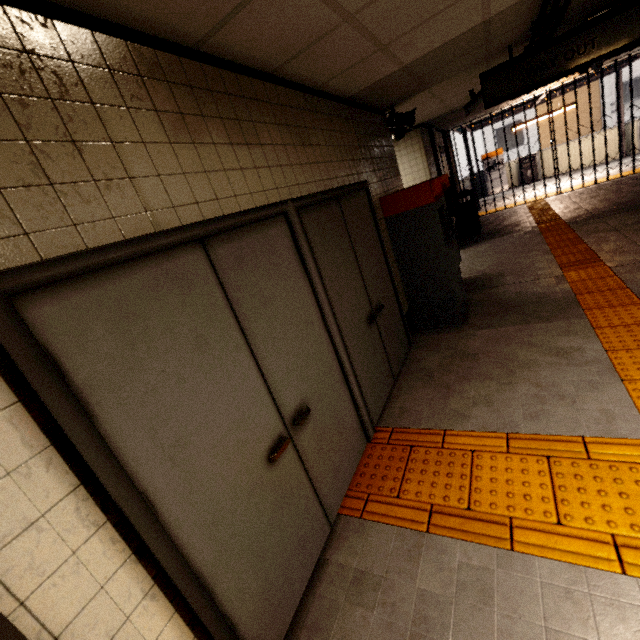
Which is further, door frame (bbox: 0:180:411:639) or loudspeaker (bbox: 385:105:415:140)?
loudspeaker (bbox: 385:105:415:140)

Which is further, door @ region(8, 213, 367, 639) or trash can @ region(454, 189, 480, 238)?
trash can @ region(454, 189, 480, 238)

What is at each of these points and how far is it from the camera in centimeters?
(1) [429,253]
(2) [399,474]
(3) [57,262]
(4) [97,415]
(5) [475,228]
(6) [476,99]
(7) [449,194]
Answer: (1) ticket machine, 405cm
(2) groundtactileadastrip, 242cm
(3) door frame, 106cm
(4) door, 112cm
(5) trash can, 876cm
(6) cctv camera, 550cm
(7) payphone, 761cm

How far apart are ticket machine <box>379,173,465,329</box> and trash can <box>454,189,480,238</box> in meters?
4.8 m

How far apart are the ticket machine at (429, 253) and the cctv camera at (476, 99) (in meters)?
2.27

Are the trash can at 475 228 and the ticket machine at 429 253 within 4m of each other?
no

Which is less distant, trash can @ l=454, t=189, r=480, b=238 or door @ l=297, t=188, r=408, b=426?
door @ l=297, t=188, r=408, b=426

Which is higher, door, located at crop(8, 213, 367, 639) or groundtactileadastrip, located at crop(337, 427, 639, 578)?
door, located at crop(8, 213, 367, 639)
